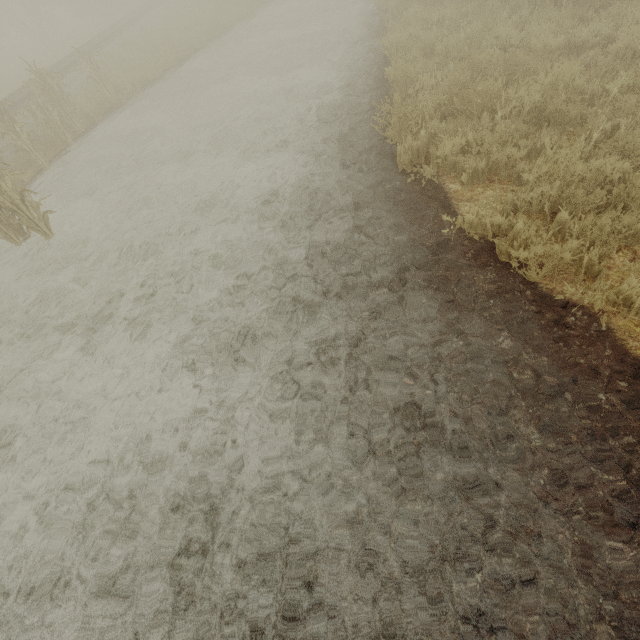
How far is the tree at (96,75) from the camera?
10.93m

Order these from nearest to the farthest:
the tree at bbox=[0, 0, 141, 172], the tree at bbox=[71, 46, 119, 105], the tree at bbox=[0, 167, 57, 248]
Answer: the tree at bbox=[0, 167, 57, 248] → the tree at bbox=[0, 0, 141, 172] → the tree at bbox=[71, 46, 119, 105]

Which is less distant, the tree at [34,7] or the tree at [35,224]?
the tree at [35,224]

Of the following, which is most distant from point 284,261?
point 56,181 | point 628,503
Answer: point 56,181

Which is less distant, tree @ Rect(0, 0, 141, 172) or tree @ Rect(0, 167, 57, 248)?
tree @ Rect(0, 167, 57, 248)

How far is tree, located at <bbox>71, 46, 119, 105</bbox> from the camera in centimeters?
1093cm

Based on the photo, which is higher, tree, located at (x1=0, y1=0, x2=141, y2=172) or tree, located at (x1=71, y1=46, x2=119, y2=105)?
tree, located at (x1=71, y1=46, x2=119, y2=105)
